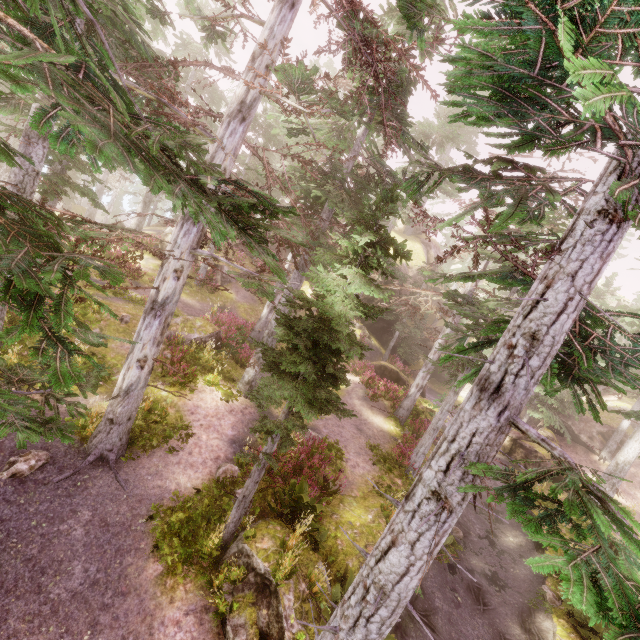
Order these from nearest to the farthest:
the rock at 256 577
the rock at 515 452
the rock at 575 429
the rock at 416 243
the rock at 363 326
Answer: the rock at 256 577, the rock at 515 452, the rock at 575 429, the rock at 363 326, the rock at 416 243

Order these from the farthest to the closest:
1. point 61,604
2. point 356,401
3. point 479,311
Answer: point 356,401 → point 479,311 → point 61,604

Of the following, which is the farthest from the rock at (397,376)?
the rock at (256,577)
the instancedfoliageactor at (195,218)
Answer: the rock at (256,577)

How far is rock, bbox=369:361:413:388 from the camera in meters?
23.3

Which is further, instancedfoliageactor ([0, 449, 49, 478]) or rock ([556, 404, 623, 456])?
rock ([556, 404, 623, 456])

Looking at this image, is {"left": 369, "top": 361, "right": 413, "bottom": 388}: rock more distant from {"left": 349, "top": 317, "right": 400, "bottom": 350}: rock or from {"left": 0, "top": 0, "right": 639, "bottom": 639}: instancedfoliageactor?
{"left": 349, "top": 317, "right": 400, "bottom": 350}: rock

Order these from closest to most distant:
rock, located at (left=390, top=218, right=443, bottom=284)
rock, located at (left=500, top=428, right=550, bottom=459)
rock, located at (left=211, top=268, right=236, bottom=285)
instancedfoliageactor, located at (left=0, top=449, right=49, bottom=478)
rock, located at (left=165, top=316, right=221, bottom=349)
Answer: instancedfoliageactor, located at (left=0, top=449, right=49, bottom=478)
rock, located at (left=165, top=316, right=221, bottom=349)
rock, located at (left=500, top=428, right=550, bottom=459)
rock, located at (left=211, top=268, right=236, bottom=285)
rock, located at (left=390, top=218, right=443, bottom=284)

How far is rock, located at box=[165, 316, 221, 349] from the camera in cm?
1476
